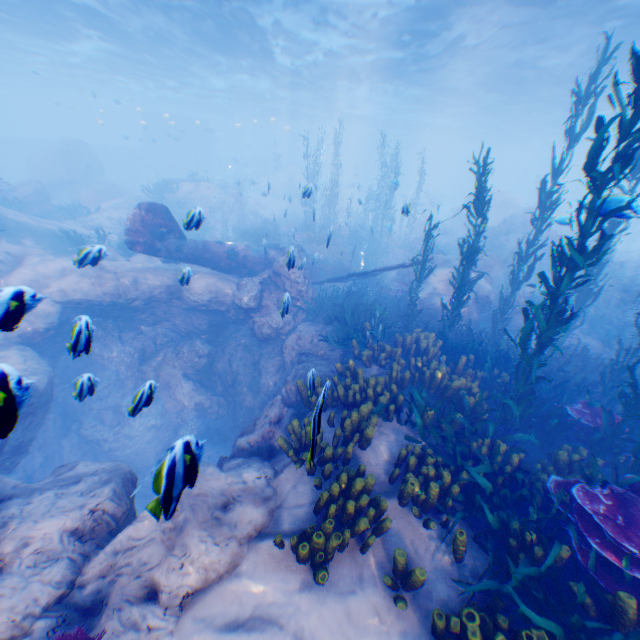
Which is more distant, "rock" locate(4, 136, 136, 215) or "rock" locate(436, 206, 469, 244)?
"rock" locate(436, 206, 469, 244)

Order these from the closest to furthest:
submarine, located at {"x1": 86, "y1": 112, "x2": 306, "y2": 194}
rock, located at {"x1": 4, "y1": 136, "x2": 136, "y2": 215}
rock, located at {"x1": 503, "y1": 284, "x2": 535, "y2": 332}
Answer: rock, located at {"x1": 503, "y1": 284, "x2": 535, "y2": 332}
rock, located at {"x1": 4, "y1": 136, "x2": 136, "y2": 215}
submarine, located at {"x1": 86, "y1": 112, "x2": 306, "y2": 194}

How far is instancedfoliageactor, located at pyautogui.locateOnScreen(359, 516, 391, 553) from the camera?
4.1m

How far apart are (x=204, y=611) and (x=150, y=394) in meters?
2.6

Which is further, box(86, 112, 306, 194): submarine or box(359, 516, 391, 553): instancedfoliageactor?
box(86, 112, 306, 194): submarine

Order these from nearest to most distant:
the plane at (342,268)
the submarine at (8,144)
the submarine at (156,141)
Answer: the plane at (342,268)
the submarine at (8,144)
the submarine at (156,141)

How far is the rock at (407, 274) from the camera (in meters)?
15.83

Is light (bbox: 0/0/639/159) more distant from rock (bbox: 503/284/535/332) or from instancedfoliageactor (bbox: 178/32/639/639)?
instancedfoliageactor (bbox: 178/32/639/639)
